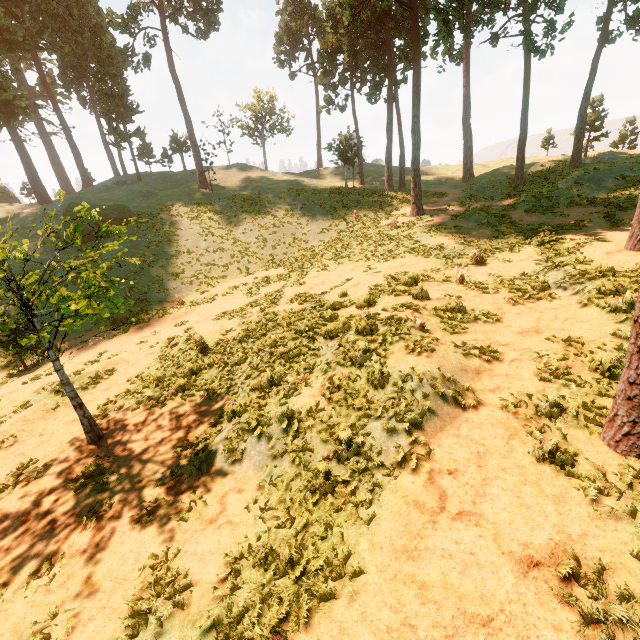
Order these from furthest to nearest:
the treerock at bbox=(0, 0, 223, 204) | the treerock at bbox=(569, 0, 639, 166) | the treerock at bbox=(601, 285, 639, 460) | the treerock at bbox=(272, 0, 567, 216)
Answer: the treerock at bbox=(0, 0, 223, 204)
the treerock at bbox=(569, 0, 639, 166)
the treerock at bbox=(272, 0, 567, 216)
the treerock at bbox=(601, 285, 639, 460)

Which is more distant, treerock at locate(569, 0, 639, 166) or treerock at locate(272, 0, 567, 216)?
treerock at locate(569, 0, 639, 166)

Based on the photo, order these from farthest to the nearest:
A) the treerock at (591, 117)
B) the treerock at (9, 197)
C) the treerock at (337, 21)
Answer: the treerock at (9, 197)
the treerock at (591, 117)
the treerock at (337, 21)

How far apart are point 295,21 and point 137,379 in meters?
59.3 m

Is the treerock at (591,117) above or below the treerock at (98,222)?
above

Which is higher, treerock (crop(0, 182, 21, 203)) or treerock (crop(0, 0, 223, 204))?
treerock (crop(0, 0, 223, 204))
